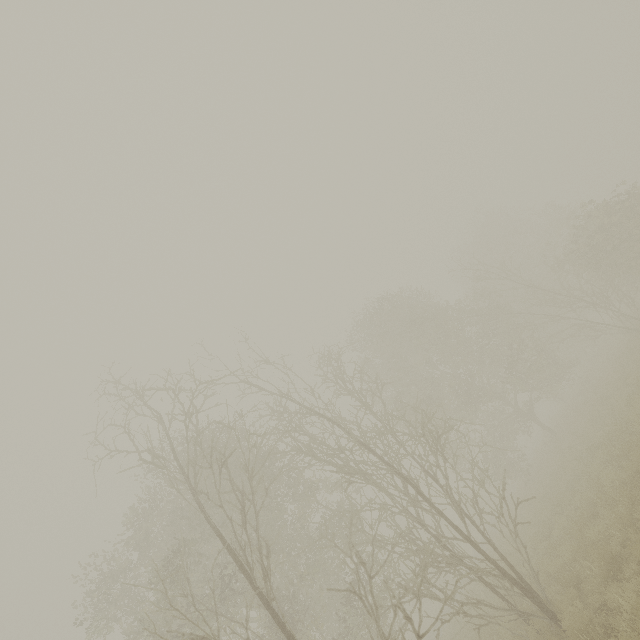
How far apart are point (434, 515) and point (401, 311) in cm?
2005
